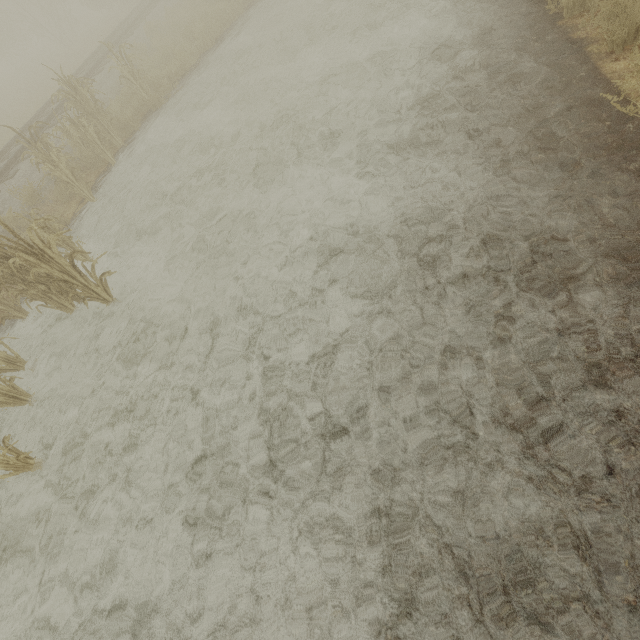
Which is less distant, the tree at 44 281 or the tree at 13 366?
the tree at 44 281

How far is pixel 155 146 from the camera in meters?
8.7 m

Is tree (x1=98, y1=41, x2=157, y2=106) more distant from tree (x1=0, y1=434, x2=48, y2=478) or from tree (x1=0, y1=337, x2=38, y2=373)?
tree (x1=0, y1=337, x2=38, y2=373)

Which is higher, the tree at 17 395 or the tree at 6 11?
the tree at 6 11

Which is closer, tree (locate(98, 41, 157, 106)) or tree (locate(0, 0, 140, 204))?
tree (locate(0, 0, 140, 204))

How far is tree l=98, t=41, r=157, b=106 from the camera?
9.02m

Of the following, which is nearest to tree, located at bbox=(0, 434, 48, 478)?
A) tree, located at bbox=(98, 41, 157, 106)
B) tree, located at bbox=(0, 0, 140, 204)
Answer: tree, located at bbox=(98, 41, 157, 106)
